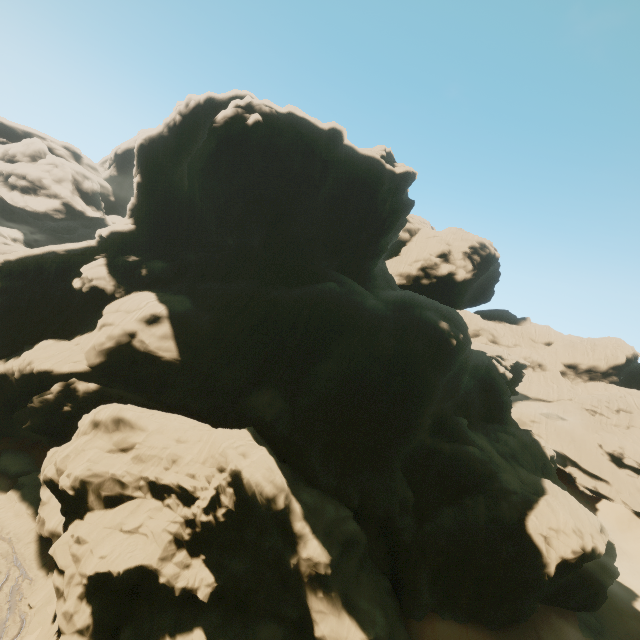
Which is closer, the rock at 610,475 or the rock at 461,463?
the rock at 461,463

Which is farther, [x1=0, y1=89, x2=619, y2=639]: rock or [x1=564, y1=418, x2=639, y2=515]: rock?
[x1=564, y1=418, x2=639, y2=515]: rock

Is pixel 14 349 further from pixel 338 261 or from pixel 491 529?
pixel 491 529
